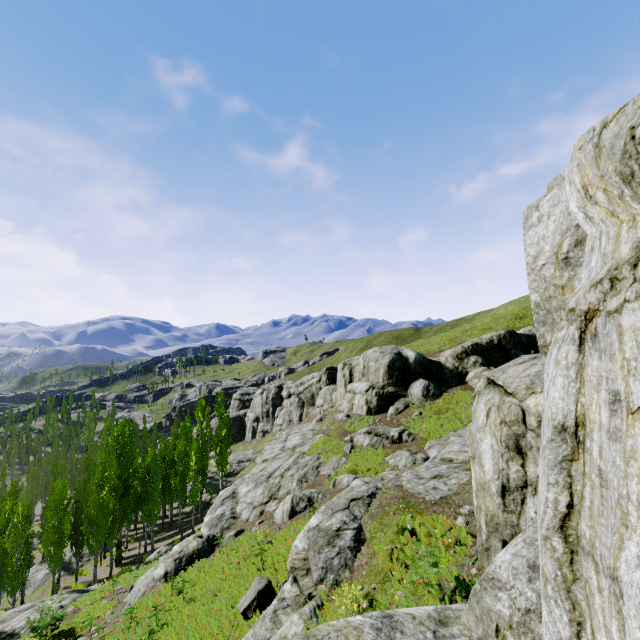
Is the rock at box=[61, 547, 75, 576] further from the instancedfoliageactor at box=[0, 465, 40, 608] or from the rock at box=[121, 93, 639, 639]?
the rock at box=[121, 93, 639, 639]

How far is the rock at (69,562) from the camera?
33.4m

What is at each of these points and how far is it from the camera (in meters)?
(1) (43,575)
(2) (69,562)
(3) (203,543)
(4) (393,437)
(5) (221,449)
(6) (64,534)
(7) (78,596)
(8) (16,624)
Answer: (1) rock, 32.72
(2) rock, 34.56
(3) rock, 18.97
(4) rock, 25.03
(5) instancedfoliageactor, 37.84
(6) instancedfoliageactor, 29.02
(7) rock, 21.56
(8) rock, 18.53

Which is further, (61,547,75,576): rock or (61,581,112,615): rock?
(61,547,75,576): rock

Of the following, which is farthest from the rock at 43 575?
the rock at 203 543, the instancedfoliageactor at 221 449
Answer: the rock at 203 543

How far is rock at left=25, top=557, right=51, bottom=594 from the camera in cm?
3147

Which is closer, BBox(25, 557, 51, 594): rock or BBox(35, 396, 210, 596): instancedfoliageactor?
BBox(35, 396, 210, 596): instancedfoliageactor

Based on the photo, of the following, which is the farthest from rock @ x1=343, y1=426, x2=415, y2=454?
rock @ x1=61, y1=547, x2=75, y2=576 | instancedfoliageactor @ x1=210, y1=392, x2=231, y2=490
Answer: rock @ x1=61, y1=547, x2=75, y2=576
